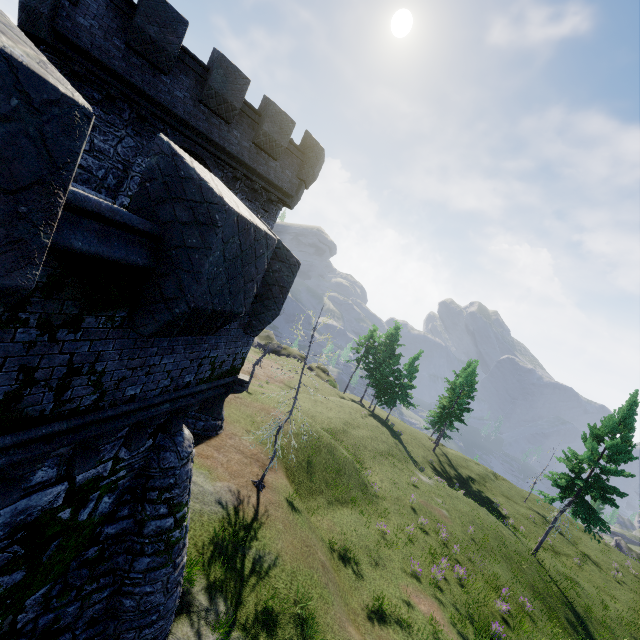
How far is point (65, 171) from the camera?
2.0 meters
